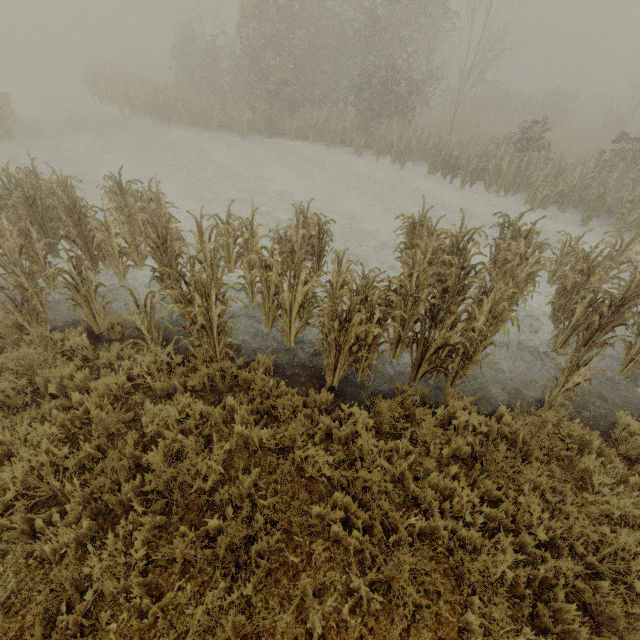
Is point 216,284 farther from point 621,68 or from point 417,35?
point 417,35
